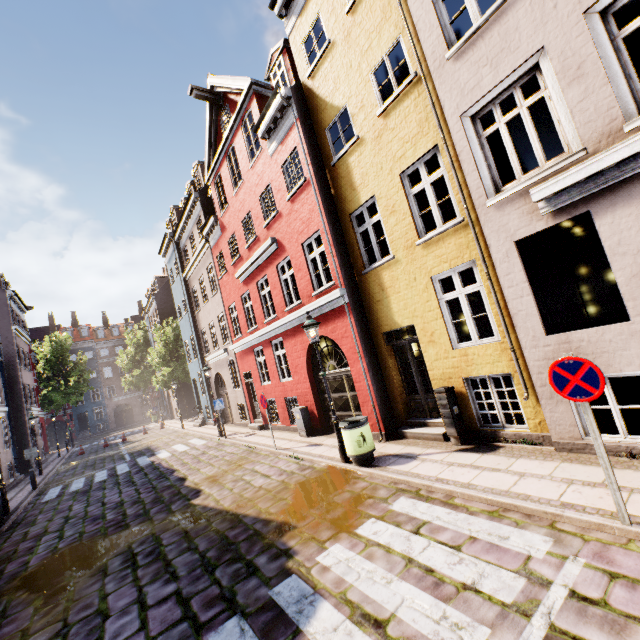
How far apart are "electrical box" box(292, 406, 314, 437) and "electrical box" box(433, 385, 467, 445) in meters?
5.6 m

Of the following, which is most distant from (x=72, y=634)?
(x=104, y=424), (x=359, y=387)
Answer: (x=104, y=424)

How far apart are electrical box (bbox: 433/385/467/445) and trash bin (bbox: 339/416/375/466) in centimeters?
165cm

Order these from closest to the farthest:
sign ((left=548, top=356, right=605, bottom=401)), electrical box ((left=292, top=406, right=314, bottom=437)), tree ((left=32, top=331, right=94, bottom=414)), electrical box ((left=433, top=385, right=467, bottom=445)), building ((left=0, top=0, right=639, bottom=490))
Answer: sign ((left=548, top=356, right=605, bottom=401)) → building ((left=0, top=0, right=639, bottom=490)) → electrical box ((left=433, top=385, right=467, bottom=445)) → electrical box ((left=292, top=406, right=314, bottom=437)) → tree ((left=32, top=331, right=94, bottom=414))

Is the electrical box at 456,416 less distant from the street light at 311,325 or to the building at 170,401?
the building at 170,401

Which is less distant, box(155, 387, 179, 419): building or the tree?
box(155, 387, 179, 419): building

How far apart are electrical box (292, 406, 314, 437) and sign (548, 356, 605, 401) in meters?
8.8

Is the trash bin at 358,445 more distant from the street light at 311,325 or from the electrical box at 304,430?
the electrical box at 304,430
